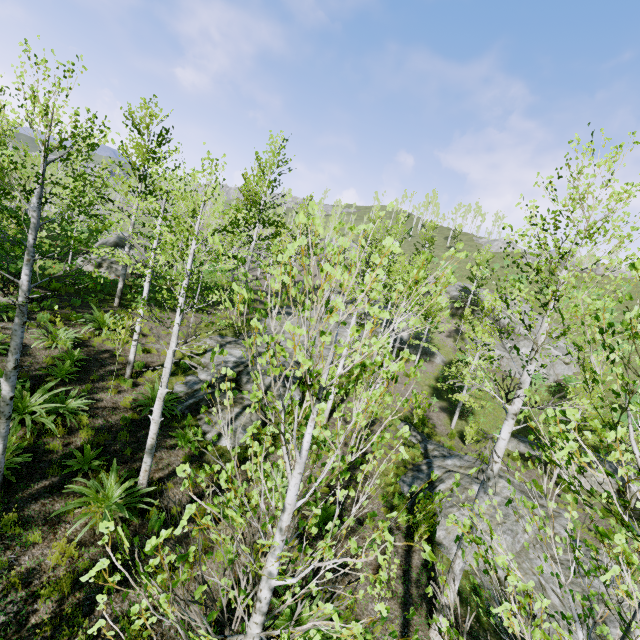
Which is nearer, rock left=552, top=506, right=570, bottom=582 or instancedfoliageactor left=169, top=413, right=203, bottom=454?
instancedfoliageactor left=169, top=413, right=203, bottom=454

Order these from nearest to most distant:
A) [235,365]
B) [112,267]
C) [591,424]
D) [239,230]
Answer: [591,424], [235,365], [112,267], [239,230]

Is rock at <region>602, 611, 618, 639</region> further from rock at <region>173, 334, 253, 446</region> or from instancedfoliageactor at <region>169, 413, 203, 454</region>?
rock at <region>173, 334, 253, 446</region>

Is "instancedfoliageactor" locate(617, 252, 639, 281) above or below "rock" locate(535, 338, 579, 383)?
above

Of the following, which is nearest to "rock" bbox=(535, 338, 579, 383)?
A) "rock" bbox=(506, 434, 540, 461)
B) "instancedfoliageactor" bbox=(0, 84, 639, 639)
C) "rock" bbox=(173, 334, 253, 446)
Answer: "instancedfoliageactor" bbox=(0, 84, 639, 639)

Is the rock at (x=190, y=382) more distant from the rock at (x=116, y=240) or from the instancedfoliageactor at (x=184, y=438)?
the rock at (x=116, y=240)

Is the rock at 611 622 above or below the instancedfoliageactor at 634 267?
below

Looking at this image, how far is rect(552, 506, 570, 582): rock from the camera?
9.7 meters
